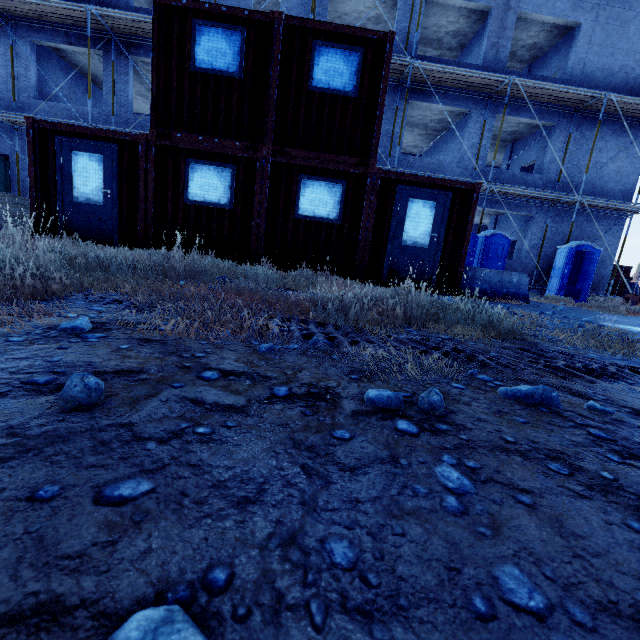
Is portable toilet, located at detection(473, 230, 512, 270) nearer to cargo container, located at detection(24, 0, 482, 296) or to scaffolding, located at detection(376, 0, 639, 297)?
scaffolding, located at detection(376, 0, 639, 297)

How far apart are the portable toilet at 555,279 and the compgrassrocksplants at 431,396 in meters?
15.0 m

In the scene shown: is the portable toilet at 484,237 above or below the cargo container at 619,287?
above

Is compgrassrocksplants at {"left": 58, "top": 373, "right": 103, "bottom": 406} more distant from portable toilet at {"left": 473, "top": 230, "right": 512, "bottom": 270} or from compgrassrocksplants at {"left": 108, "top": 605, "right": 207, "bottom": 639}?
portable toilet at {"left": 473, "top": 230, "right": 512, "bottom": 270}

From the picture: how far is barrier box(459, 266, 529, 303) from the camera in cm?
802

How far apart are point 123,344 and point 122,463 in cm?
97

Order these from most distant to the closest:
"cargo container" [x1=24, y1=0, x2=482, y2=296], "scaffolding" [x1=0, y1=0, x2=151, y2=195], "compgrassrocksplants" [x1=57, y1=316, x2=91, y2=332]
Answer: "scaffolding" [x1=0, y1=0, x2=151, y2=195]
"cargo container" [x1=24, y1=0, x2=482, y2=296]
"compgrassrocksplants" [x1=57, y1=316, x2=91, y2=332]

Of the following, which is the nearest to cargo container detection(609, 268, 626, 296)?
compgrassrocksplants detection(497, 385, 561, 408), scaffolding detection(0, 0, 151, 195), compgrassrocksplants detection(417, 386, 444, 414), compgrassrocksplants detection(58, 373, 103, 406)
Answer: scaffolding detection(0, 0, 151, 195)
